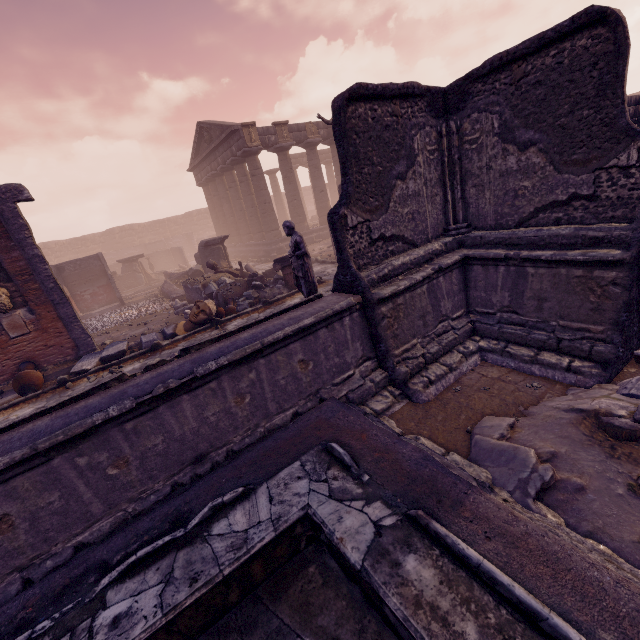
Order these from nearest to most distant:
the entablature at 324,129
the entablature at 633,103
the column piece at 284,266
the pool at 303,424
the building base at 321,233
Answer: the pool at 303,424
the entablature at 633,103
the column piece at 284,266
the entablature at 324,129
the building base at 321,233

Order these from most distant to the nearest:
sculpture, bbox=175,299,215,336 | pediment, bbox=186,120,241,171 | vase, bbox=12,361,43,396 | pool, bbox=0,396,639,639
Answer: pediment, bbox=186,120,241,171, sculpture, bbox=175,299,215,336, vase, bbox=12,361,43,396, pool, bbox=0,396,639,639

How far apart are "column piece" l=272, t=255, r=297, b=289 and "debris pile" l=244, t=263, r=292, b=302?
0.0 meters

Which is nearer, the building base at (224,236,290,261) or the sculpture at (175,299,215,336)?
the sculpture at (175,299,215,336)

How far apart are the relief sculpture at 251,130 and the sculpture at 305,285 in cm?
1497

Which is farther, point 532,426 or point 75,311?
point 75,311

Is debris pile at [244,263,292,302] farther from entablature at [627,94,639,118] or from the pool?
entablature at [627,94,639,118]

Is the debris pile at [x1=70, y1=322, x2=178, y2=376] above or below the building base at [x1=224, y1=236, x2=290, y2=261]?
below
